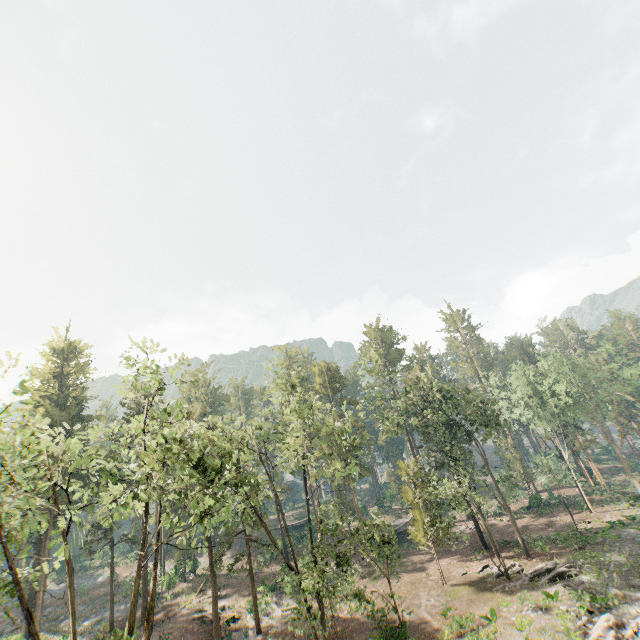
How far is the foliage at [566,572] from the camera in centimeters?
2475cm

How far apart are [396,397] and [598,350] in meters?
26.2

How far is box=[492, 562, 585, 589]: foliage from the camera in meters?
24.8 m

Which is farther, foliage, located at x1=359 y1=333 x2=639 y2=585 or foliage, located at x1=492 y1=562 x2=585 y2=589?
foliage, located at x1=359 y1=333 x2=639 y2=585

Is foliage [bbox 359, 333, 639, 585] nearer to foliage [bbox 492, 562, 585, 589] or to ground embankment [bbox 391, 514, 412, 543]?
ground embankment [bbox 391, 514, 412, 543]

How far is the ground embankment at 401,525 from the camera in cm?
4499

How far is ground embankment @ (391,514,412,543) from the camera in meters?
45.0

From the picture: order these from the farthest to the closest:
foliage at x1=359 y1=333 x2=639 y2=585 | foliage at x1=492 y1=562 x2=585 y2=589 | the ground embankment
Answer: the ground embankment < foliage at x1=359 y1=333 x2=639 y2=585 < foliage at x1=492 y1=562 x2=585 y2=589
